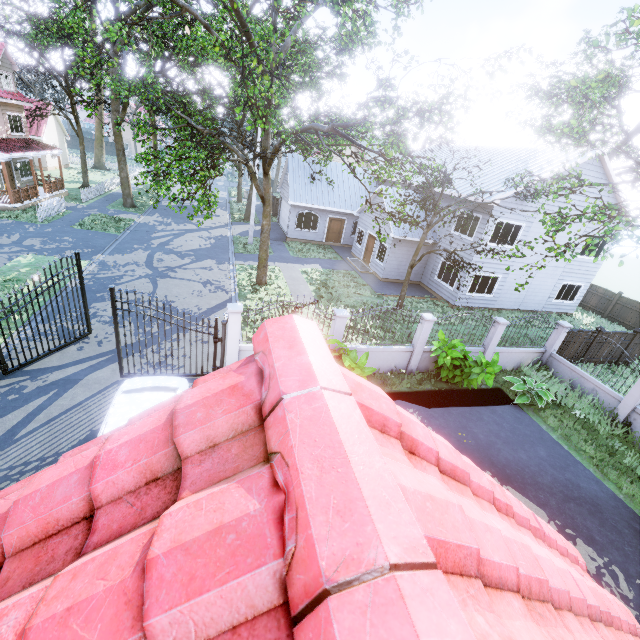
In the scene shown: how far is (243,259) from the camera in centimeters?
2102cm

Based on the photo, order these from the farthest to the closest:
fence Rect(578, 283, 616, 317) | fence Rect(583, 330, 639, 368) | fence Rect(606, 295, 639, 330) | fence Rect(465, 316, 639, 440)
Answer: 1. fence Rect(578, 283, 616, 317)
2. fence Rect(606, 295, 639, 330)
3. fence Rect(583, 330, 639, 368)
4. fence Rect(465, 316, 639, 440)

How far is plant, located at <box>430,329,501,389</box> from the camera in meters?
10.6

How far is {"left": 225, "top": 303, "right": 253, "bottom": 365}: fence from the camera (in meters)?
9.15

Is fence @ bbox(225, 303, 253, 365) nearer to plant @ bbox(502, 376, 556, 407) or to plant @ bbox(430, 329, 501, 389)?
plant @ bbox(430, 329, 501, 389)

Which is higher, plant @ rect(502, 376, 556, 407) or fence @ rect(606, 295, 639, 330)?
fence @ rect(606, 295, 639, 330)

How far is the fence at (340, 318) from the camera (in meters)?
10.13

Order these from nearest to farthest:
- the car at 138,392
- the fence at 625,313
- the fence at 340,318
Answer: the car at 138,392 → the fence at 340,318 → the fence at 625,313
